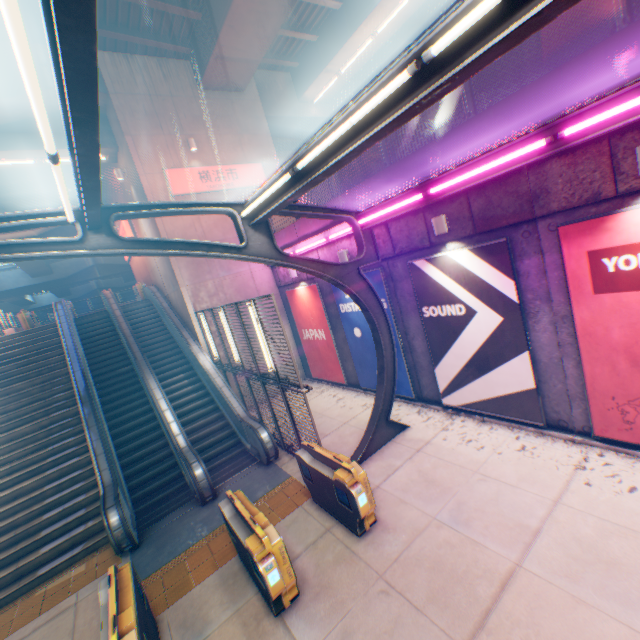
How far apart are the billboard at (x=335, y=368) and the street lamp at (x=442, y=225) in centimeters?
579cm

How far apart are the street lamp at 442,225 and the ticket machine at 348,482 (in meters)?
5.34

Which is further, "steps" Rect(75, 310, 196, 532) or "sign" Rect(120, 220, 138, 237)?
"sign" Rect(120, 220, 138, 237)

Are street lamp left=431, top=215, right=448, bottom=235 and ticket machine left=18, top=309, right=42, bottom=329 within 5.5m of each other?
no

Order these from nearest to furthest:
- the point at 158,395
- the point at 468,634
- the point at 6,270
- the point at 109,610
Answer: the point at 468,634
the point at 109,610
the point at 158,395
the point at 6,270

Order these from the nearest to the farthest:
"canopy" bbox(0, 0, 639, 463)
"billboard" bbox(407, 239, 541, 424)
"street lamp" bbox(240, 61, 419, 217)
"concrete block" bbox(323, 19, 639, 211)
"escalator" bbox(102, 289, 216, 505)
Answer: "canopy" bbox(0, 0, 639, 463) < "street lamp" bbox(240, 61, 419, 217) < "concrete block" bbox(323, 19, 639, 211) < "billboard" bbox(407, 239, 541, 424) < "escalator" bbox(102, 289, 216, 505)

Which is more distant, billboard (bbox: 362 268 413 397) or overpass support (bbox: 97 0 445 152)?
overpass support (bbox: 97 0 445 152)

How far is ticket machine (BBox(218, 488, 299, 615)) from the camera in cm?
485
